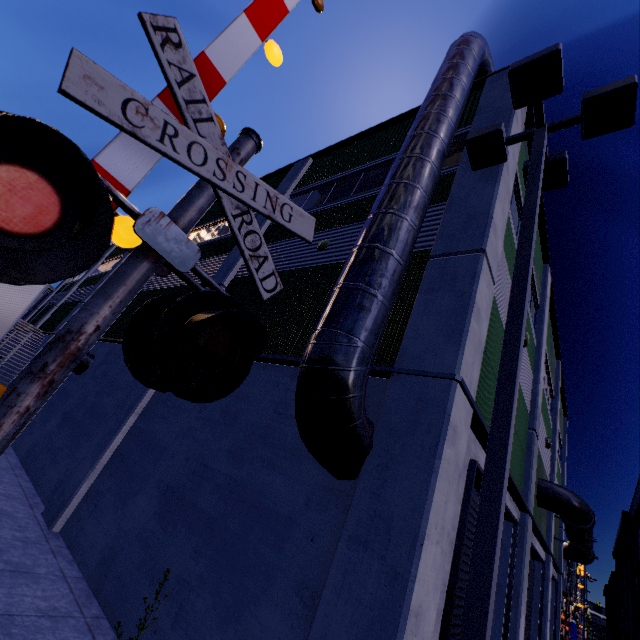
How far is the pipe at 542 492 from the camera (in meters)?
11.88

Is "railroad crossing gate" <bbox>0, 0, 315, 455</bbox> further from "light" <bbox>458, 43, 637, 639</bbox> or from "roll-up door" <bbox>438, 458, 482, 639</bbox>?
"roll-up door" <bbox>438, 458, 482, 639</bbox>

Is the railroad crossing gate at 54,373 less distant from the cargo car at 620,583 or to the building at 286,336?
the cargo car at 620,583

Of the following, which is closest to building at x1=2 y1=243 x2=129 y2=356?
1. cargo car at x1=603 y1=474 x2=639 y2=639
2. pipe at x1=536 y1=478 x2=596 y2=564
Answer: pipe at x1=536 y1=478 x2=596 y2=564

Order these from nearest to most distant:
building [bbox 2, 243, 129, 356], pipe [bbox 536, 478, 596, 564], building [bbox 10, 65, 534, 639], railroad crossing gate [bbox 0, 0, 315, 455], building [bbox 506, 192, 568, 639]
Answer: railroad crossing gate [bbox 0, 0, 315, 455] → building [bbox 10, 65, 534, 639] → building [bbox 506, 192, 568, 639] → pipe [bbox 536, 478, 596, 564] → building [bbox 2, 243, 129, 356]

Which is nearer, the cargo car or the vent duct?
the vent duct

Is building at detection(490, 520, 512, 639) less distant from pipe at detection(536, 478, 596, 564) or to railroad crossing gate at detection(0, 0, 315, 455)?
pipe at detection(536, 478, 596, 564)

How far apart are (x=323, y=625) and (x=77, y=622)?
4.2m
